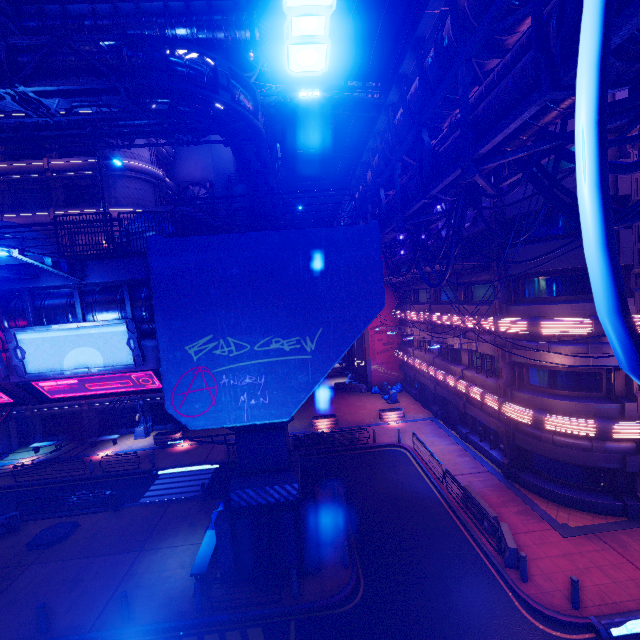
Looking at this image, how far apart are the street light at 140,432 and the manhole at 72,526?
11.38m

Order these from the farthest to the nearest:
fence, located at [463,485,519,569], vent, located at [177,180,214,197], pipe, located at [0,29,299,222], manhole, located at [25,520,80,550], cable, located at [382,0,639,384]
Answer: vent, located at [177,180,214,197] → manhole, located at [25,520,80,550] → pipe, located at [0,29,299,222] → fence, located at [463,485,519,569] → cable, located at [382,0,639,384]

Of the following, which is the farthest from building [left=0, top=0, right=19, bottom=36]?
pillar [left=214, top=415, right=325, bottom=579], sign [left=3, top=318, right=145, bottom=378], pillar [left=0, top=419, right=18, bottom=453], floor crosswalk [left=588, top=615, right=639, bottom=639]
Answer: floor crosswalk [left=588, top=615, right=639, bottom=639]

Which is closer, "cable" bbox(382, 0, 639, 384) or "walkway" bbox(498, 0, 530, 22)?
"cable" bbox(382, 0, 639, 384)

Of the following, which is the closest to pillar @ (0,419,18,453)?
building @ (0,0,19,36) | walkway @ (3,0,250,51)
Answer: building @ (0,0,19,36)

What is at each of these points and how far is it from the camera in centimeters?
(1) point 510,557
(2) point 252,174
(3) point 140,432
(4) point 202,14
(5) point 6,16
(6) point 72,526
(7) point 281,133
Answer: (1) fence, 1262cm
(2) pipe, 2495cm
(3) street light, 2927cm
(4) walkway, 3722cm
(5) building, 3067cm
(6) manhole, 1731cm
(7) awning, 1480cm

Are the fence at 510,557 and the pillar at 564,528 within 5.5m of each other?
yes

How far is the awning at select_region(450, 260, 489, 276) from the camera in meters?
18.5 m
